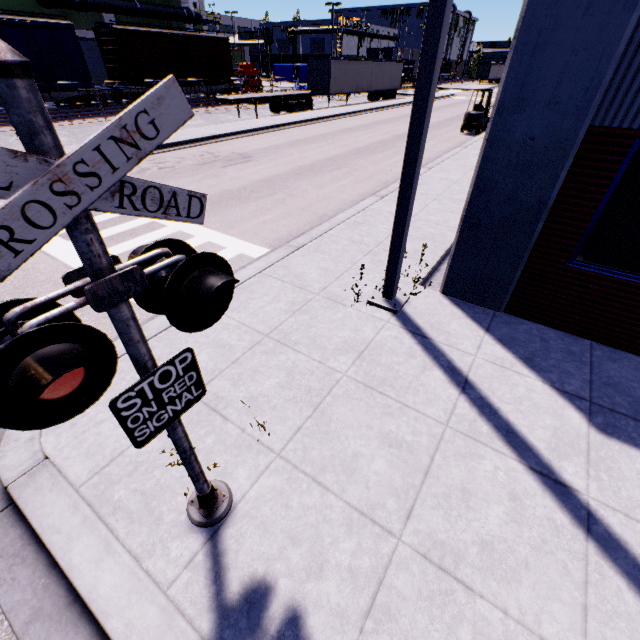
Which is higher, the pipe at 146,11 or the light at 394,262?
the pipe at 146,11

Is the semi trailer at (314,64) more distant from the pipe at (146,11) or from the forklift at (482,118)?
the forklift at (482,118)

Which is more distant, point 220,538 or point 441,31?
point 441,31

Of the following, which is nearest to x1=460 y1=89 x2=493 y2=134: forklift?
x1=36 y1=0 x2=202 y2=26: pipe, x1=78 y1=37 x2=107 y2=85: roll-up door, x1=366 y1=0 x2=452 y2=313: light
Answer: x1=36 y1=0 x2=202 y2=26: pipe

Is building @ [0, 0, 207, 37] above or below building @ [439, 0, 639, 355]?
above

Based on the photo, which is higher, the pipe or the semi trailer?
the pipe

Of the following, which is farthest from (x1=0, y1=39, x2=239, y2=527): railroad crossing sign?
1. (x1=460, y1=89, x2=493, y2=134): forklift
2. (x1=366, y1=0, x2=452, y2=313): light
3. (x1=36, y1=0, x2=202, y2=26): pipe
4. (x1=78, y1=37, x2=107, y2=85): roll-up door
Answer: (x1=78, y1=37, x2=107, y2=85): roll-up door

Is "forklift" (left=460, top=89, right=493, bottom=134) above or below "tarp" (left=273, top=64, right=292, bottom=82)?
below
